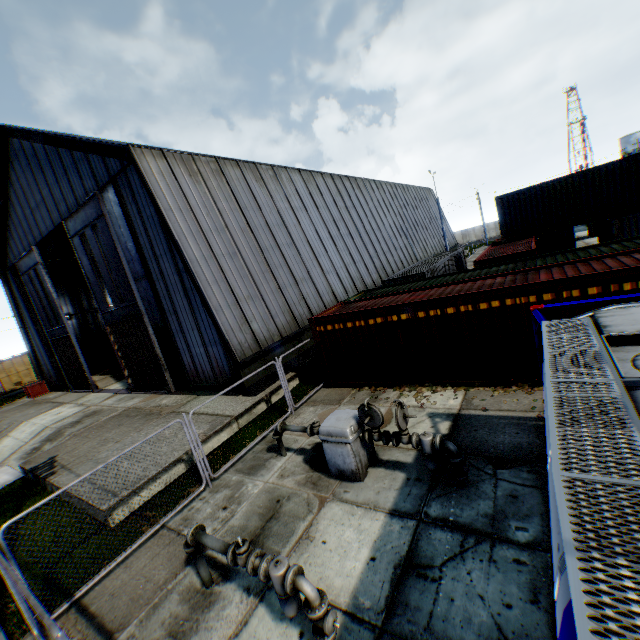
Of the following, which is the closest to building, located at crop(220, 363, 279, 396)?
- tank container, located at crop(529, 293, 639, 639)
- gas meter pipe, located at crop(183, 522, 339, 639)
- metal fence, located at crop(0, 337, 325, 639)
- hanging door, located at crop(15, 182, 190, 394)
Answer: hanging door, located at crop(15, 182, 190, 394)

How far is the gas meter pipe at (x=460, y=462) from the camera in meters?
6.3 m

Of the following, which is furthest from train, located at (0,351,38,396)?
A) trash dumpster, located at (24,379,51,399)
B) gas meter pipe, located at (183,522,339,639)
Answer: gas meter pipe, located at (183,522,339,639)

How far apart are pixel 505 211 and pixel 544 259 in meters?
10.7 m

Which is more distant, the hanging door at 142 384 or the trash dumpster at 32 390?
the trash dumpster at 32 390

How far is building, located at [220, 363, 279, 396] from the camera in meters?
13.3

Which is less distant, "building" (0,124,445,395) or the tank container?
the tank container
